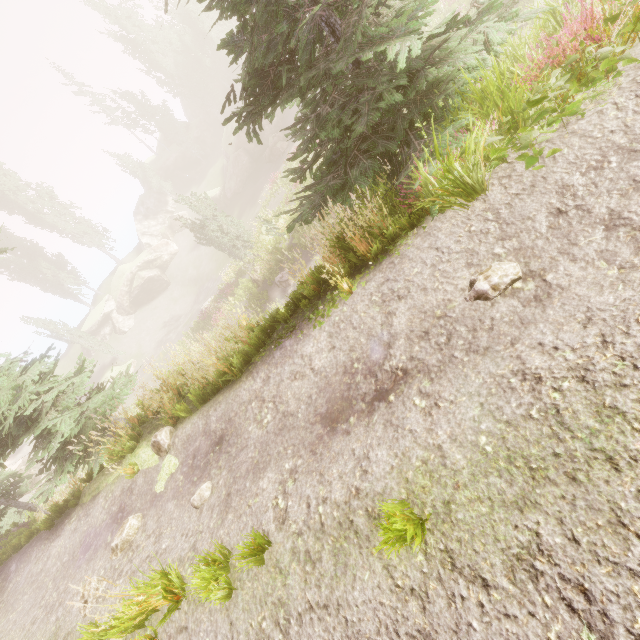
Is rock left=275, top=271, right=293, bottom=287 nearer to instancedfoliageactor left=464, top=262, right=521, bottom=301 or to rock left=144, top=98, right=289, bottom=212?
instancedfoliageactor left=464, top=262, right=521, bottom=301

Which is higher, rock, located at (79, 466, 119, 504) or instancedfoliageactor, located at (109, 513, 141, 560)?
Answer: rock, located at (79, 466, 119, 504)

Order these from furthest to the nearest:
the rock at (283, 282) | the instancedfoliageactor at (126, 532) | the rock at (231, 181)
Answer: the rock at (231, 181) < the rock at (283, 282) < the instancedfoliageactor at (126, 532)

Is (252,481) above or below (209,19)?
below

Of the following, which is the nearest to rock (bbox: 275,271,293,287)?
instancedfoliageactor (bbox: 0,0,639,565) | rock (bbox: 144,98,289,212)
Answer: instancedfoliageactor (bbox: 0,0,639,565)

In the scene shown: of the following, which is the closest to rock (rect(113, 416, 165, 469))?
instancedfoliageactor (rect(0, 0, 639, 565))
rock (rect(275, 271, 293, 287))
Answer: instancedfoliageactor (rect(0, 0, 639, 565))

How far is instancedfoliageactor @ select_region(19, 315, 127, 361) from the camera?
33.9 meters

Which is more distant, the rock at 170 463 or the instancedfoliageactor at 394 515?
the rock at 170 463
